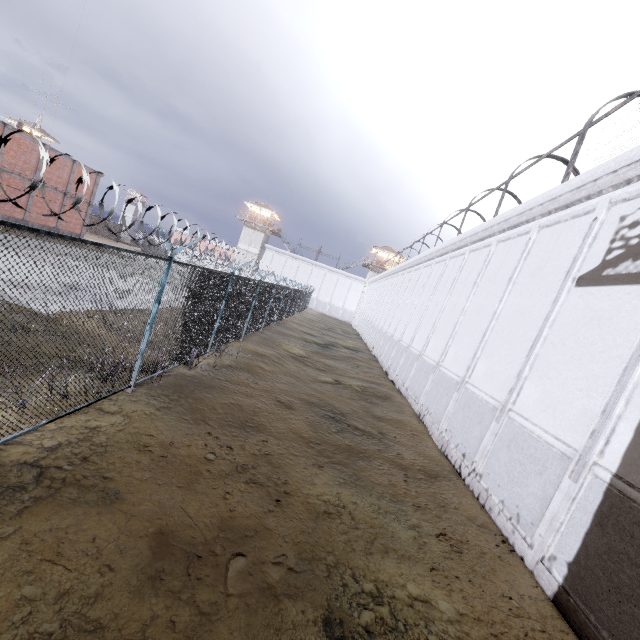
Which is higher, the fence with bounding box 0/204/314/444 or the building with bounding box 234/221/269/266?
the building with bounding box 234/221/269/266

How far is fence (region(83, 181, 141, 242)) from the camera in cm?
401

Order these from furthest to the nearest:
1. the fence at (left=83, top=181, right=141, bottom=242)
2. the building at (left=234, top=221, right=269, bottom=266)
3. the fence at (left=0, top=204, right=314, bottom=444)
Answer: the building at (left=234, top=221, right=269, bottom=266) → the fence at (left=0, top=204, right=314, bottom=444) → the fence at (left=83, top=181, right=141, bottom=242)

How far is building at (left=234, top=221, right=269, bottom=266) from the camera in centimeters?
5722cm

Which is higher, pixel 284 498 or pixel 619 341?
pixel 619 341

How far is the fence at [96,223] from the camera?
4.0m

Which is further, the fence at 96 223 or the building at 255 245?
the building at 255 245

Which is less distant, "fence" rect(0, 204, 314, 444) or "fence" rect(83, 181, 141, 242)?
"fence" rect(83, 181, 141, 242)
